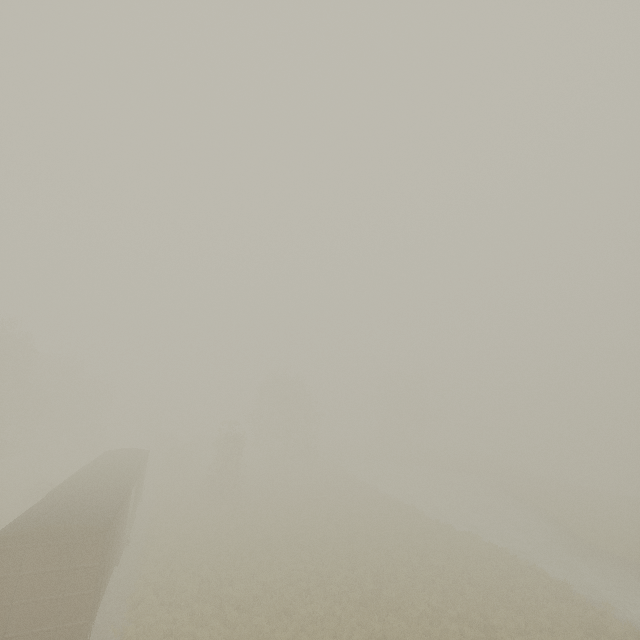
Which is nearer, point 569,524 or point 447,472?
point 569,524

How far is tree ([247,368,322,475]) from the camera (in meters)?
45.81

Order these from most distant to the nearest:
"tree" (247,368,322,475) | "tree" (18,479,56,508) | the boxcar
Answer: "tree" (247,368,322,475) → "tree" (18,479,56,508) → the boxcar

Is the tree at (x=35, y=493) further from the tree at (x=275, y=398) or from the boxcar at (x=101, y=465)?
the tree at (x=275, y=398)

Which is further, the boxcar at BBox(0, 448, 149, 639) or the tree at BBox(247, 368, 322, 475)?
the tree at BBox(247, 368, 322, 475)

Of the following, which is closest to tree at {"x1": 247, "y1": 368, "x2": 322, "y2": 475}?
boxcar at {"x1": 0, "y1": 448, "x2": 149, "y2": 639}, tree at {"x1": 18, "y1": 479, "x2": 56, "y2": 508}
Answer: tree at {"x1": 18, "y1": 479, "x2": 56, "y2": 508}

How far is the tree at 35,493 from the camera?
27.5m

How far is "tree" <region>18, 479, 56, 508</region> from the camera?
27.47m
